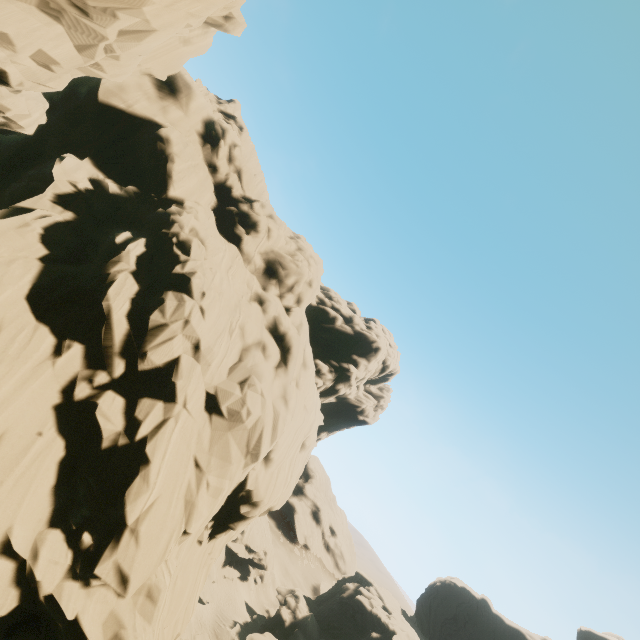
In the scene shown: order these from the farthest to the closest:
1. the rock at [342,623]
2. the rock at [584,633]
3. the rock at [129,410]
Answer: the rock at [584,633] < the rock at [342,623] < the rock at [129,410]

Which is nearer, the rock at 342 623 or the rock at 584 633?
the rock at 342 623

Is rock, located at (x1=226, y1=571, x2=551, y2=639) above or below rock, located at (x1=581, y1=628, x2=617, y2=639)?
below

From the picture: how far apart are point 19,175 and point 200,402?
19.67m

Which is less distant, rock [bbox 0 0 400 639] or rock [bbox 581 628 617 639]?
rock [bbox 0 0 400 639]

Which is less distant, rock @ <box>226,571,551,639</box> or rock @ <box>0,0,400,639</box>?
rock @ <box>0,0,400,639</box>

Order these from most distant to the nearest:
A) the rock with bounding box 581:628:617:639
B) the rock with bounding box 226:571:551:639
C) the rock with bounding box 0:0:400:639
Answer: the rock with bounding box 581:628:617:639 → the rock with bounding box 226:571:551:639 → the rock with bounding box 0:0:400:639
